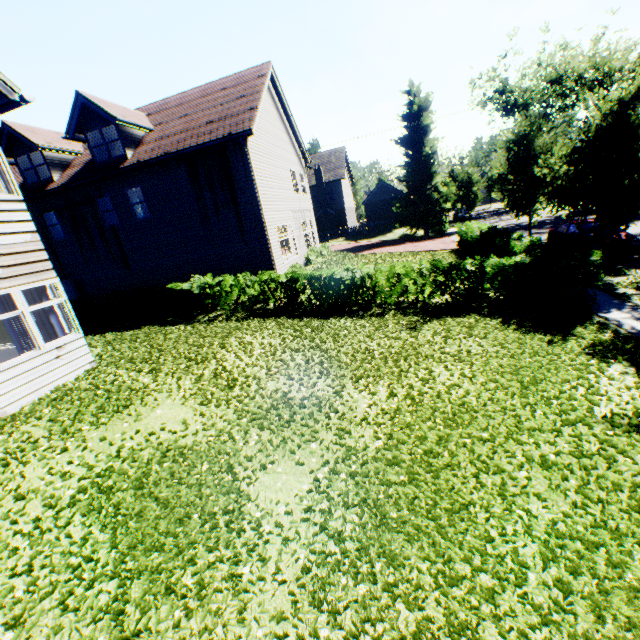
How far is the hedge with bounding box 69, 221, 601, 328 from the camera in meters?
9.6 m

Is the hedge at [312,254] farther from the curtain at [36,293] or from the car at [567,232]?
the curtain at [36,293]

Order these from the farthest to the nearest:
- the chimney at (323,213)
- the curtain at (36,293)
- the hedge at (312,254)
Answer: the chimney at (323,213) → the hedge at (312,254) → the curtain at (36,293)

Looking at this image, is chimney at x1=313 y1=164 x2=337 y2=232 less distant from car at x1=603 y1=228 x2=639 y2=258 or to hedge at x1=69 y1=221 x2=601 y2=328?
hedge at x1=69 y1=221 x2=601 y2=328

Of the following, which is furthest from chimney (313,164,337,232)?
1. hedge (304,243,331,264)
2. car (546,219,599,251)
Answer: car (546,219,599,251)

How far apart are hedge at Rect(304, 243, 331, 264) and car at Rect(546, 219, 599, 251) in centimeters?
1311cm

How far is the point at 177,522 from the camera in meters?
3.9 m

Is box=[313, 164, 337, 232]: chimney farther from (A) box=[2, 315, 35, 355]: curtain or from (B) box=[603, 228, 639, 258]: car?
(A) box=[2, 315, 35, 355]: curtain
